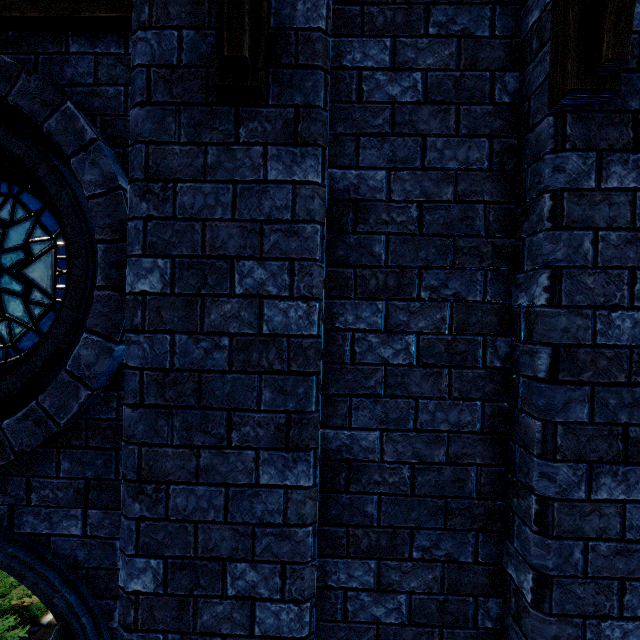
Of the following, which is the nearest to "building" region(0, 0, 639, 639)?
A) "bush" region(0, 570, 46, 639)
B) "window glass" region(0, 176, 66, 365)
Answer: "bush" region(0, 570, 46, 639)

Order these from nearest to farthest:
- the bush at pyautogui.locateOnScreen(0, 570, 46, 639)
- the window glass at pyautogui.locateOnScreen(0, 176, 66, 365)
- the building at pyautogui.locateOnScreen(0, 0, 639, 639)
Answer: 1. the building at pyautogui.locateOnScreen(0, 0, 639, 639)
2. the window glass at pyautogui.locateOnScreen(0, 176, 66, 365)
3. the bush at pyautogui.locateOnScreen(0, 570, 46, 639)

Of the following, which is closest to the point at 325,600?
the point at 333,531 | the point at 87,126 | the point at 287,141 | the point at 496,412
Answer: the point at 333,531

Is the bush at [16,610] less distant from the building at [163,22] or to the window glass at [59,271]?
the building at [163,22]

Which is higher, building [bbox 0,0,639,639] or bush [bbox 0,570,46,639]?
building [bbox 0,0,639,639]

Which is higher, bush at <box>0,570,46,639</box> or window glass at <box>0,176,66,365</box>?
window glass at <box>0,176,66,365</box>
